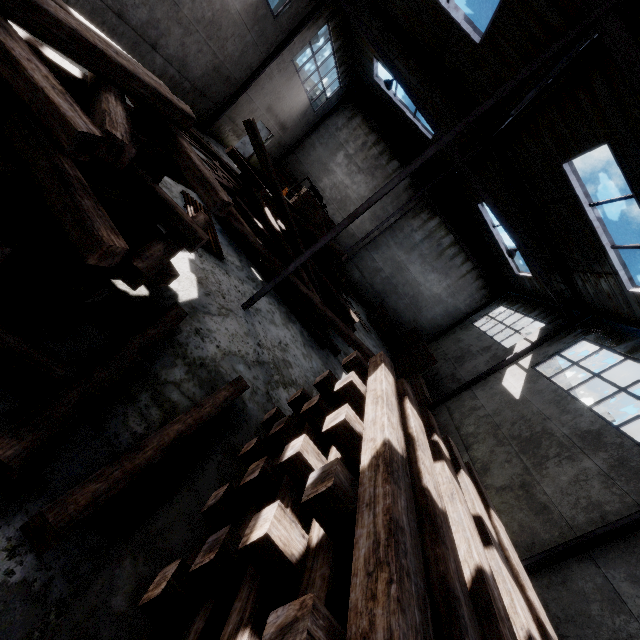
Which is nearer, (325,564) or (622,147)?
(325,564)

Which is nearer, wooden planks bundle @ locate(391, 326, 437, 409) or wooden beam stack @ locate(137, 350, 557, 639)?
wooden beam stack @ locate(137, 350, 557, 639)

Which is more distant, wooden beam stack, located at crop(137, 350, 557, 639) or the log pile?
the log pile

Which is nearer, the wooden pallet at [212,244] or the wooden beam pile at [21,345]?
the wooden beam pile at [21,345]

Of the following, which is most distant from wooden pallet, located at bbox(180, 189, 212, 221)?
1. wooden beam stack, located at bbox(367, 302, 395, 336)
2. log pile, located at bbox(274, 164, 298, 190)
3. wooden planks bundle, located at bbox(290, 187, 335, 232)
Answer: wooden beam stack, located at bbox(367, 302, 395, 336)

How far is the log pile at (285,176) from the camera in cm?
1953

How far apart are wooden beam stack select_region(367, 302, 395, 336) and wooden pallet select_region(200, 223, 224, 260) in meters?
12.6 m

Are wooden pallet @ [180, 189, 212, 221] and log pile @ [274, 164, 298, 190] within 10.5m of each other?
no
